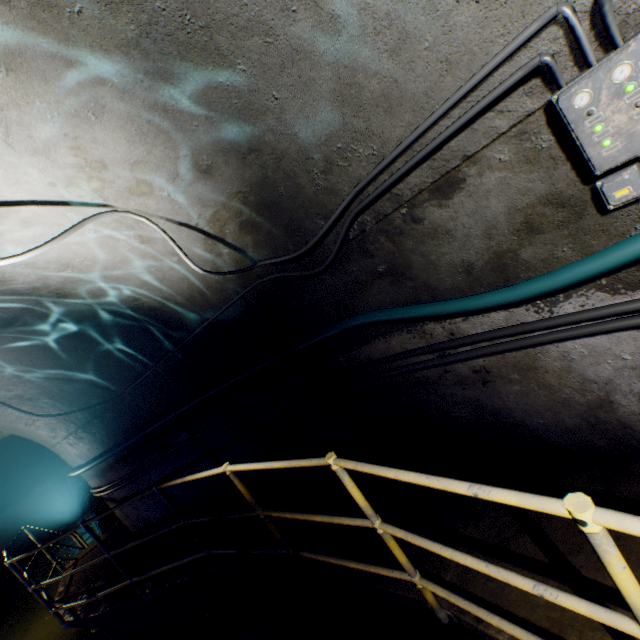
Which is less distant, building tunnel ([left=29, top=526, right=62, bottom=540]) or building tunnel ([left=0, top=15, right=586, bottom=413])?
building tunnel ([left=0, top=15, right=586, bottom=413])

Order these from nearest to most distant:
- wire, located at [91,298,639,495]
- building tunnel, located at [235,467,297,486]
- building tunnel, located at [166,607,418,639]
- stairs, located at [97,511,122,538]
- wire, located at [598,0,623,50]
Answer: wire, located at [598,0,623,50], wire, located at [91,298,639,495], building tunnel, located at [166,607,418,639], building tunnel, located at [235,467,297,486], stairs, located at [97,511,122,538]

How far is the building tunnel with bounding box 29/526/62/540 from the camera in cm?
1222

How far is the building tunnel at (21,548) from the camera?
11.3m

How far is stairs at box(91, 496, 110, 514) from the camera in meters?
10.4

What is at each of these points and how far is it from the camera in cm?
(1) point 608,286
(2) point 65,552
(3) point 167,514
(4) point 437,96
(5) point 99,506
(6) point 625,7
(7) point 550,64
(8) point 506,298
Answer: (1) building tunnel, 174
(2) building tunnel, 1110
(3) building tunnel, 548
(4) building tunnel, 160
(5) stairs, 1054
(6) building tunnel, 114
(7) wire, 128
(8) cable, 197

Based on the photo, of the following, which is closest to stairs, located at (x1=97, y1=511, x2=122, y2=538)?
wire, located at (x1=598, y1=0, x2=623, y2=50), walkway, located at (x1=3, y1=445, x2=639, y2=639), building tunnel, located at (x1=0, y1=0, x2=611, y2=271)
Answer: → building tunnel, located at (x1=0, y1=0, x2=611, y2=271)
